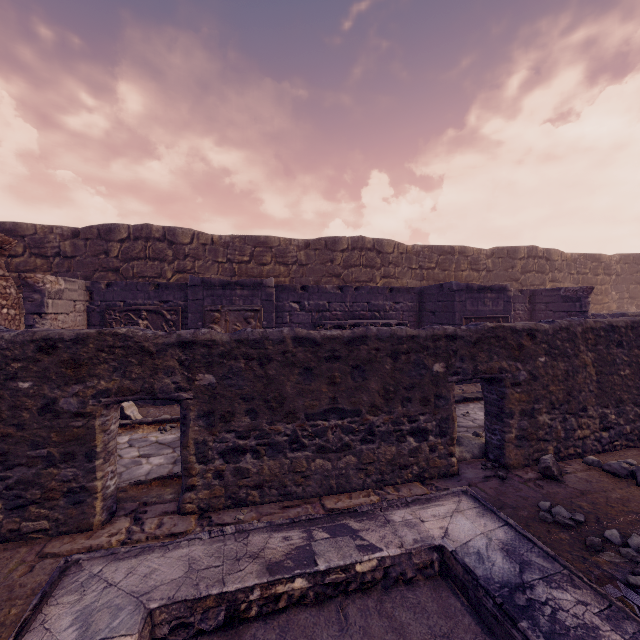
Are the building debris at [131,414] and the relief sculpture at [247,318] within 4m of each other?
yes

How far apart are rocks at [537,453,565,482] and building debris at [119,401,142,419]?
6.6m

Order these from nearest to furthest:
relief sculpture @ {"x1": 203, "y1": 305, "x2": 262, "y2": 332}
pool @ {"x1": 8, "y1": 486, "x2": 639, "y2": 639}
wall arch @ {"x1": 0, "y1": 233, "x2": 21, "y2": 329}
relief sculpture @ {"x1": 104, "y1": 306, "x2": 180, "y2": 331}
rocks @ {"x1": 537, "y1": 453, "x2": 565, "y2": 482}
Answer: pool @ {"x1": 8, "y1": 486, "x2": 639, "y2": 639}
rocks @ {"x1": 537, "y1": 453, "x2": 565, "y2": 482}
wall arch @ {"x1": 0, "y1": 233, "x2": 21, "y2": 329}
relief sculpture @ {"x1": 203, "y1": 305, "x2": 262, "y2": 332}
relief sculpture @ {"x1": 104, "y1": 306, "x2": 180, "y2": 331}

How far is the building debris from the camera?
6.1m

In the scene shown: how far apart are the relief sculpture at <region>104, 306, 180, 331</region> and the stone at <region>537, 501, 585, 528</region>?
8.1 meters

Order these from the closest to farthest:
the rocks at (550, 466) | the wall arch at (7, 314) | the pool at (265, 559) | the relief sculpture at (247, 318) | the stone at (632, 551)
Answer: the pool at (265, 559) < the stone at (632, 551) < the rocks at (550, 466) < the wall arch at (7, 314) < the relief sculpture at (247, 318)

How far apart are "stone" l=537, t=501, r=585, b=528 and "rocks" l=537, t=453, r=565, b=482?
0.6m

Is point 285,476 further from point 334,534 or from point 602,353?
point 602,353
